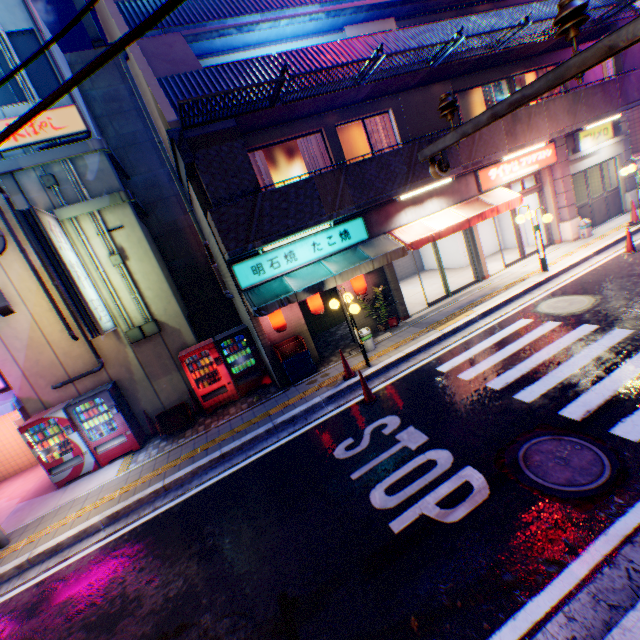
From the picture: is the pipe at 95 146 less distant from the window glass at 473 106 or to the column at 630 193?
the window glass at 473 106

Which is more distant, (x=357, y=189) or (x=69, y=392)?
(x=69, y=392)

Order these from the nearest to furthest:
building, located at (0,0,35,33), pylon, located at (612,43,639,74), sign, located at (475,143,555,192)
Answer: building, located at (0,0,35,33) < sign, located at (475,143,555,192) < pylon, located at (612,43,639,74)

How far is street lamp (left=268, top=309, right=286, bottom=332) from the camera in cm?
966

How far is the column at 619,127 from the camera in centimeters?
1370cm

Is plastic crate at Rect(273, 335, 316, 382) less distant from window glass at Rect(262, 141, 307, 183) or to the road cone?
the road cone

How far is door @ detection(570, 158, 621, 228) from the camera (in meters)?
13.70

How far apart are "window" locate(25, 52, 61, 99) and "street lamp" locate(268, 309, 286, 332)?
7.9 meters
